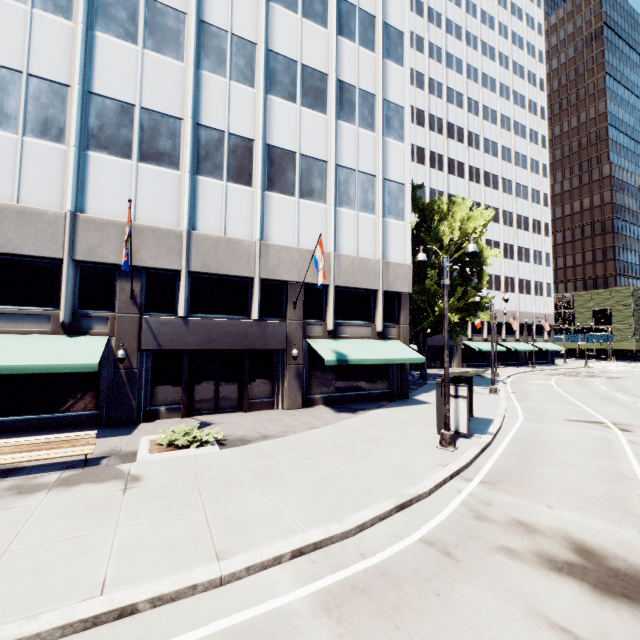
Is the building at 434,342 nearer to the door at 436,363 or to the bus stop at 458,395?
the door at 436,363

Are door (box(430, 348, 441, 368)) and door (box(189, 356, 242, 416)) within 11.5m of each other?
no

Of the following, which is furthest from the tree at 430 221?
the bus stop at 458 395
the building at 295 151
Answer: the bus stop at 458 395

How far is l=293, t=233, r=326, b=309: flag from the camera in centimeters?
1487cm

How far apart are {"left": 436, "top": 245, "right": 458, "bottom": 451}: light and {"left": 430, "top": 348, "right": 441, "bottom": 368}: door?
33.98m

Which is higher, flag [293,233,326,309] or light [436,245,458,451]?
flag [293,233,326,309]

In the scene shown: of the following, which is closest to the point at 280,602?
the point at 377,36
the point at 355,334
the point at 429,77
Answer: the point at 355,334

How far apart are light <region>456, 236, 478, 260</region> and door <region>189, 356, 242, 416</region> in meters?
9.8
